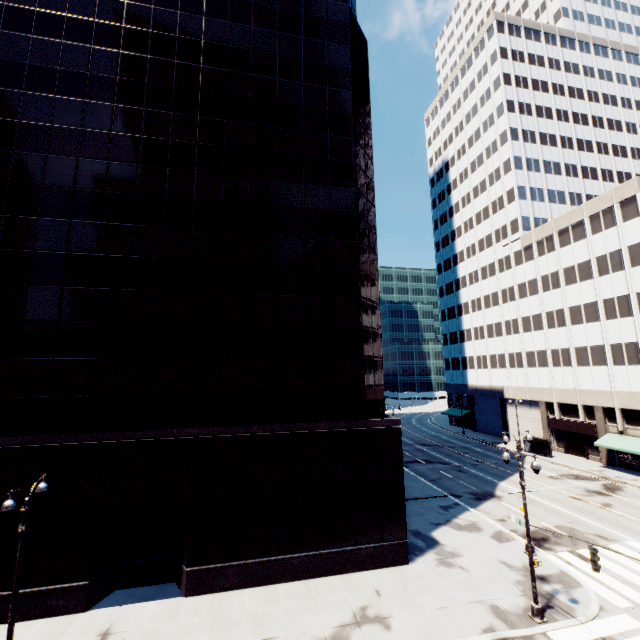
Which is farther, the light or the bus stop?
the bus stop

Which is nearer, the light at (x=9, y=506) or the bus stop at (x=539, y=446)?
the light at (x=9, y=506)

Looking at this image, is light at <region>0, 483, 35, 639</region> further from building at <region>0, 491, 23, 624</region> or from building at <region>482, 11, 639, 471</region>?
building at <region>482, 11, 639, 471</region>

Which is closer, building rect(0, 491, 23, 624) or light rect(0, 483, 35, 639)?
light rect(0, 483, 35, 639)

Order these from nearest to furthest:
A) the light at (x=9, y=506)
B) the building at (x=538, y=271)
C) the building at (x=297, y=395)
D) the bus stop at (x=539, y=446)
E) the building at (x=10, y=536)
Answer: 1. the light at (x=9, y=506)
2. the building at (x=10, y=536)
3. the building at (x=297, y=395)
4. the building at (x=538, y=271)
5. the bus stop at (x=539, y=446)

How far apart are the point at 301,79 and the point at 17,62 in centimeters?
1764cm

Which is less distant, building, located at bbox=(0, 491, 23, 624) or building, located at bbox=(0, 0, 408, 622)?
building, located at bbox=(0, 491, 23, 624)

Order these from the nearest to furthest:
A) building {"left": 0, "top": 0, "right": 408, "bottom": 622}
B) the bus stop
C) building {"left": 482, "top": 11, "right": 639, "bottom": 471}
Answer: building {"left": 0, "top": 0, "right": 408, "bottom": 622}
building {"left": 482, "top": 11, "right": 639, "bottom": 471}
the bus stop
